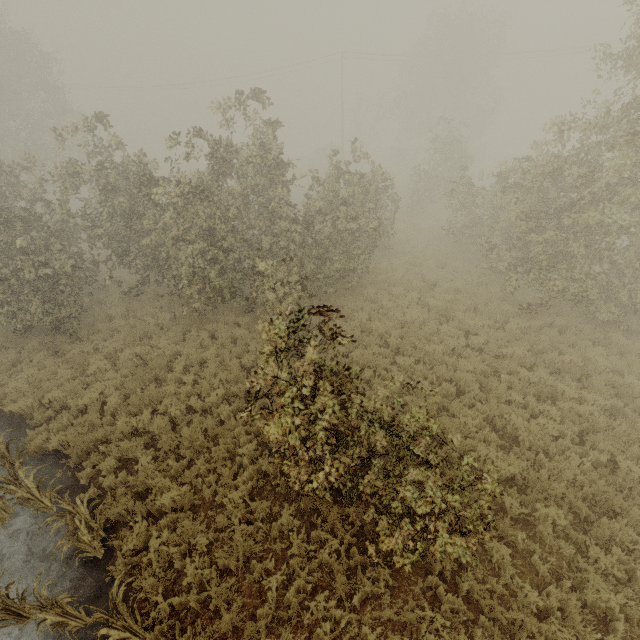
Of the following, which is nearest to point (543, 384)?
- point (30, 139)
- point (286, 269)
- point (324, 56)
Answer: point (286, 269)
